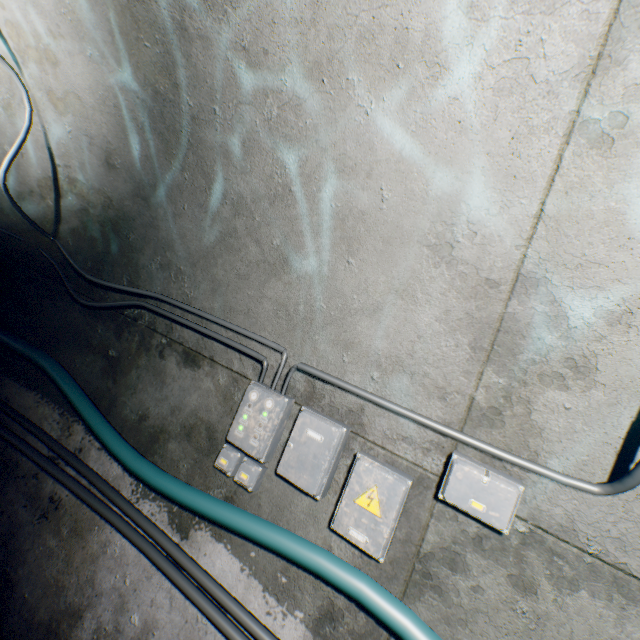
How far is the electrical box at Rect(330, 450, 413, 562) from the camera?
1.5 meters

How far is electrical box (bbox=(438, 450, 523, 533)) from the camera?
1.4 meters

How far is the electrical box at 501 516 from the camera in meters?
1.4 m

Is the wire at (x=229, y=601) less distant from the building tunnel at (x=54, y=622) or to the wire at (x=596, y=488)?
the building tunnel at (x=54, y=622)

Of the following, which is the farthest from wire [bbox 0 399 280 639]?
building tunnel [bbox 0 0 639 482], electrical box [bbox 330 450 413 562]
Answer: electrical box [bbox 330 450 413 562]

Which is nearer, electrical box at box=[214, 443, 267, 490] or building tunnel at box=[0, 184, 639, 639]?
building tunnel at box=[0, 184, 639, 639]

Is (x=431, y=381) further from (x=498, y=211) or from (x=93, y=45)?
(x=93, y=45)

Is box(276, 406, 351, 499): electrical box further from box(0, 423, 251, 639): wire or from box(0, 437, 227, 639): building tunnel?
box(0, 423, 251, 639): wire
